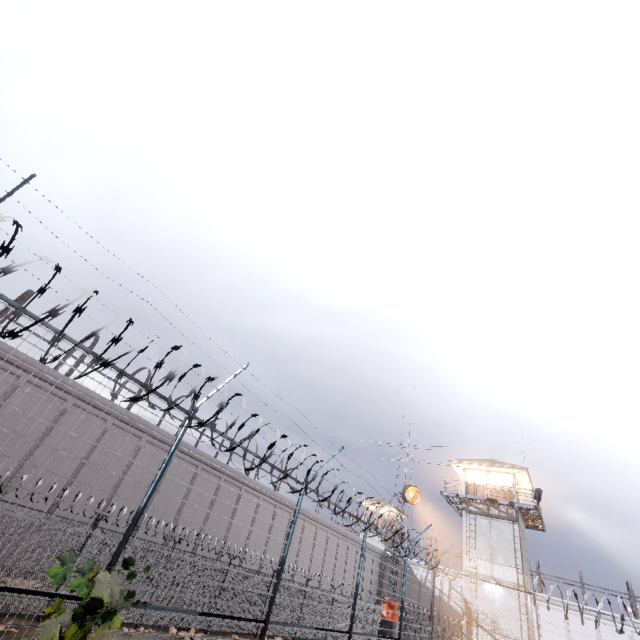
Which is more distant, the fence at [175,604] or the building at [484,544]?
the building at [484,544]

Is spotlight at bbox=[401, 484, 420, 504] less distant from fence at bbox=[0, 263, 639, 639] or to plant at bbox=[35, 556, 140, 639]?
fence at bbox=[0, 263, 639, 639]

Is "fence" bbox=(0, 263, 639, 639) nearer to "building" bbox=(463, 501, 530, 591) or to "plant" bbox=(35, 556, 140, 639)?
"plant" bbox=(35, 556, 140, 639)

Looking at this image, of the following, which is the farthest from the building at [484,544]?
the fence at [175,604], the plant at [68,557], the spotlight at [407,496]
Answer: the plant at [68,557]

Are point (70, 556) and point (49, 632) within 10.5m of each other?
yes

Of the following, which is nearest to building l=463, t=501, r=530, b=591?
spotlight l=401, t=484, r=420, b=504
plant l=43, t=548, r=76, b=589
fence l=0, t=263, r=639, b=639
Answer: fence l=0, t=263, r=639, b=639

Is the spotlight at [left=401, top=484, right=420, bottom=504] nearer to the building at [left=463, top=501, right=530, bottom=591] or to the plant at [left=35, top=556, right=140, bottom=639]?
the building at [left=463, top=501, right=530, bottom=591]

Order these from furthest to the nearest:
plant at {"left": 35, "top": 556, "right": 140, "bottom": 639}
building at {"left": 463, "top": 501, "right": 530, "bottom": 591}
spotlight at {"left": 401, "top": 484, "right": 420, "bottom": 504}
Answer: building at {"left": 463, "top": 501, "right": 530, "bottom": 591}
spotlight at {"left": 401, "top": 484, "right": 420, "bottom": 504}
plant at {"left": 35, "top": 556, "right": 140, "bottom": 639}
